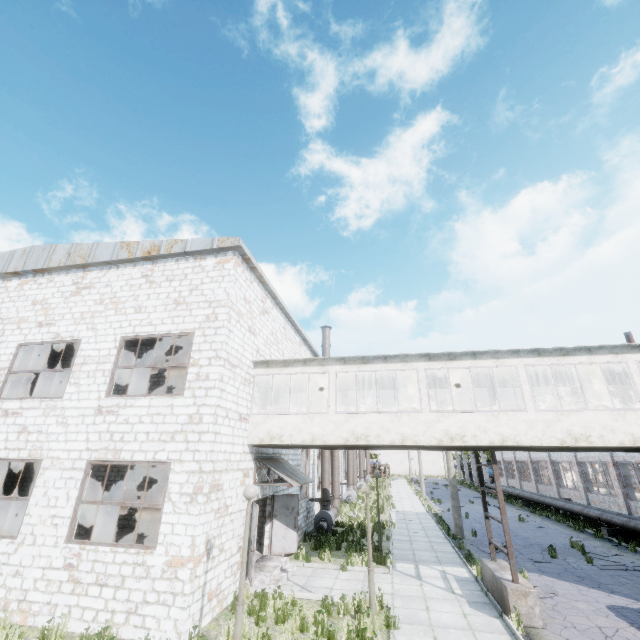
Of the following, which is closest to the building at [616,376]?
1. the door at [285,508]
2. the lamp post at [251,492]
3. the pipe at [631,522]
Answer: the door at [285,508]

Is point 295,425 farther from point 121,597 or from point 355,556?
point 355,556

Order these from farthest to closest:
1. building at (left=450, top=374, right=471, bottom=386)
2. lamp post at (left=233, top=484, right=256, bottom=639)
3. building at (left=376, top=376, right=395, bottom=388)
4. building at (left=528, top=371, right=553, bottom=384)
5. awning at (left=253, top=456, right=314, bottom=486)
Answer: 1. building at (left=376, top=376, right=395, bottom=388)
2. building at (left=450, top=374, right=471, bottom=386)
3. building at (left=528, top=371, right=553, bottom=384)
4. awning at (left=253, top=456, right=314, bottom=486)
5. lamp post at (left=233, top=484, right=256, bottom=639)

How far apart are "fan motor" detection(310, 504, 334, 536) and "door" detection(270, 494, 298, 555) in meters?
4.7

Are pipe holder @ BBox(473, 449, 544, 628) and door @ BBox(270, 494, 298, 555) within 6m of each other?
no

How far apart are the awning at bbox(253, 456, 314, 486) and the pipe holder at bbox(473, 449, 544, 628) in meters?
6.6 m

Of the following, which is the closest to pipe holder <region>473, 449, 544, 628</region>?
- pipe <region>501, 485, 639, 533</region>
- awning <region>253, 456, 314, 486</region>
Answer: awning <region>253, 456, 314, 486</region>

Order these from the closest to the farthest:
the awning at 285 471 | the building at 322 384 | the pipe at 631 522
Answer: the awning at 285 471, the building at 322 384, the pipe at 631 522
